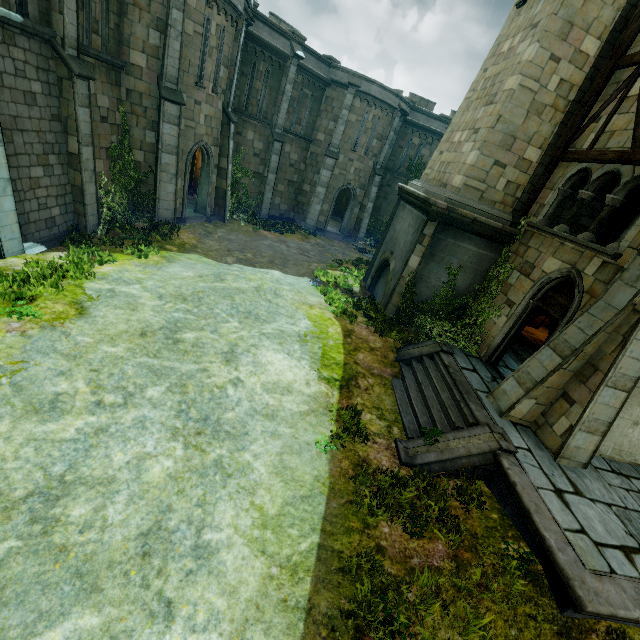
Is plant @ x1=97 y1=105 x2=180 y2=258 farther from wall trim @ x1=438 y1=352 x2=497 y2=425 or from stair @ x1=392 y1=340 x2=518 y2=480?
wall trim @ x1=438 y1=352 x2=497 y2=425

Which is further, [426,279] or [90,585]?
[426,279]

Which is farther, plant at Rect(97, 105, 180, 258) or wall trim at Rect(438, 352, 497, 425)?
plant at Rect(97, 105, 180, 258)

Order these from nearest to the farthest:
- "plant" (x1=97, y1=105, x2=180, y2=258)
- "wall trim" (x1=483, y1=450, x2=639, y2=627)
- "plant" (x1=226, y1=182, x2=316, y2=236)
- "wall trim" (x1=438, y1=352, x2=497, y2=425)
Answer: "wall trim" (x1=483, y1=450, x2=639, y2=627) < "wall trim" (x1=438, y1=352, x2=497, y2=425) < "plant" (x1=97, y1=105, x2=180, y2=258) < "plant" (x1=226, y1=182, x2=316, y2=236)

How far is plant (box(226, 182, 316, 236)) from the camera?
19.3 meters

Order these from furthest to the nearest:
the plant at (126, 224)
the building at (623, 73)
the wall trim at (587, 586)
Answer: the plant at (126, 224) < the building at (623, 73) < the wall trim at (587, 586)

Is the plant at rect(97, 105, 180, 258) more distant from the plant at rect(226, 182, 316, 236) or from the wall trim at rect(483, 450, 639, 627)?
the wall trim at rect(483, 450, 639, 627)

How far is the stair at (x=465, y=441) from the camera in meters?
7.1
